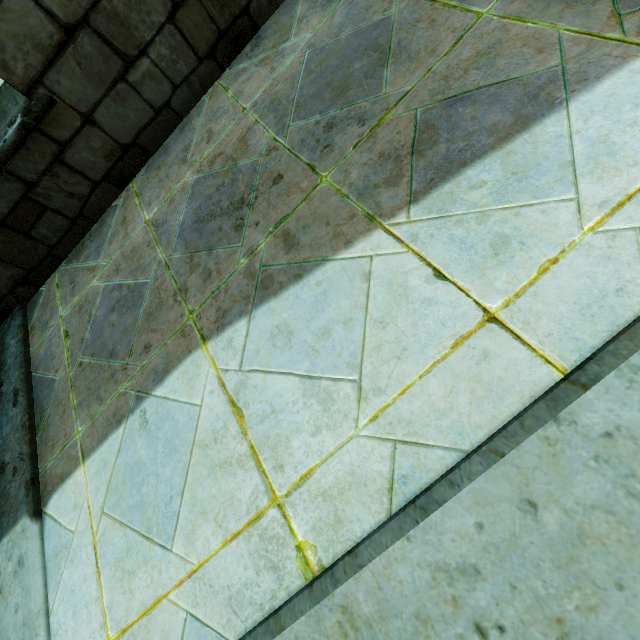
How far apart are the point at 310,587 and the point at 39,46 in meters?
3.6 m
